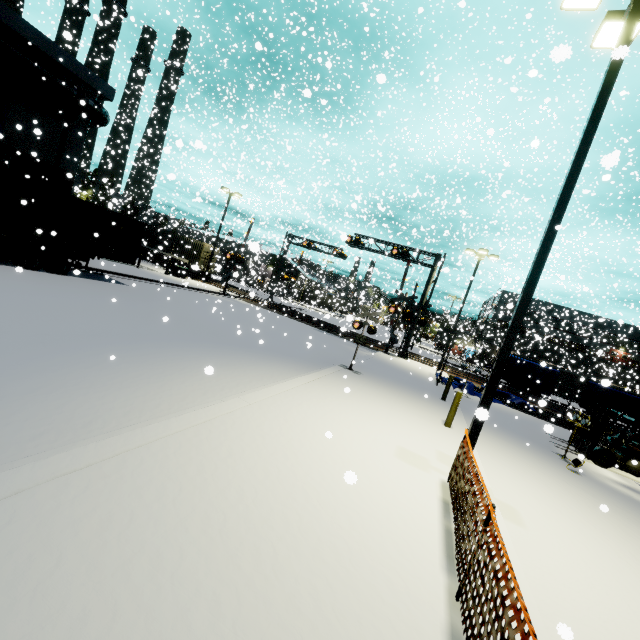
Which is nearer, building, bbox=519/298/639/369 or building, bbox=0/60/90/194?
building, bbox=0/60/90/194

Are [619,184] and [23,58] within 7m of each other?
no

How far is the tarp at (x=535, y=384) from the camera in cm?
2253

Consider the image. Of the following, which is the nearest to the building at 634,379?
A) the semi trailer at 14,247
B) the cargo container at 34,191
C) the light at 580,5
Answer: the cargo container at 34,191

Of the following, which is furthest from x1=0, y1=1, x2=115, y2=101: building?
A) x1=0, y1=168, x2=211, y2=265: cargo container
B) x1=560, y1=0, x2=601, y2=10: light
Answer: x1=560, y1=0, x2=601, y2=10: light

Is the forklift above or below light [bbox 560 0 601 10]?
below

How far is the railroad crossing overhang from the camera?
25.4 meters

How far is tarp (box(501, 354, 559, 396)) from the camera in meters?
22.5
